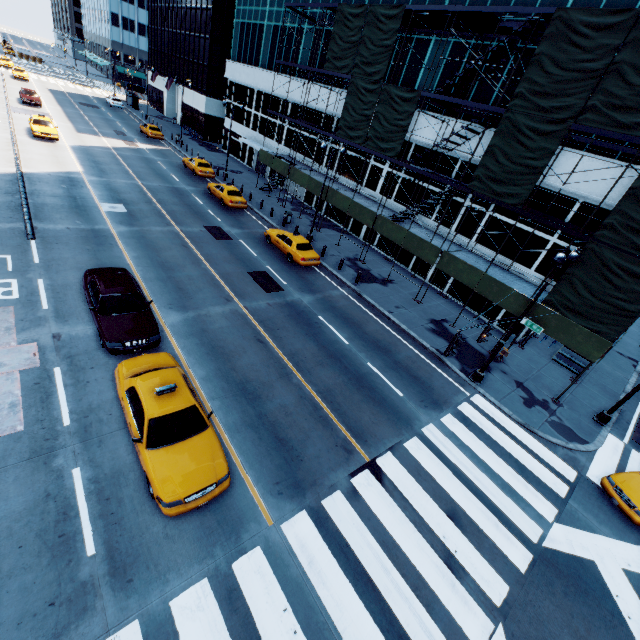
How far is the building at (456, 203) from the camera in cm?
2292

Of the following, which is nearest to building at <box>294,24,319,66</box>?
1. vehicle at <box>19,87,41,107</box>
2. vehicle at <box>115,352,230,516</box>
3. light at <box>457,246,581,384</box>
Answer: light at <box>457,246,581,384</box>

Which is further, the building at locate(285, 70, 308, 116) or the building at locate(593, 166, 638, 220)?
the building at locate(285, 70, 308, 116)

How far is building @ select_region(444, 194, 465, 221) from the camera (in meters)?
22.92

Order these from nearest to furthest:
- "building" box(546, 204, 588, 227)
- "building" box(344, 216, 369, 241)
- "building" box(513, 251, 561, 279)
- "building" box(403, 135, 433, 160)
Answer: "building" box(546, 204, 588, 227) → "building" box(513, 251, 561, 279) → "building" box(403, 135, 433, 160) → "building" box(344, 216, 369, 241)

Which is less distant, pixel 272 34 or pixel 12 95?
pixel 272 34

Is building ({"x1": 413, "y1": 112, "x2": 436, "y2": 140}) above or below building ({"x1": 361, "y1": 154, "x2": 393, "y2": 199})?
above
